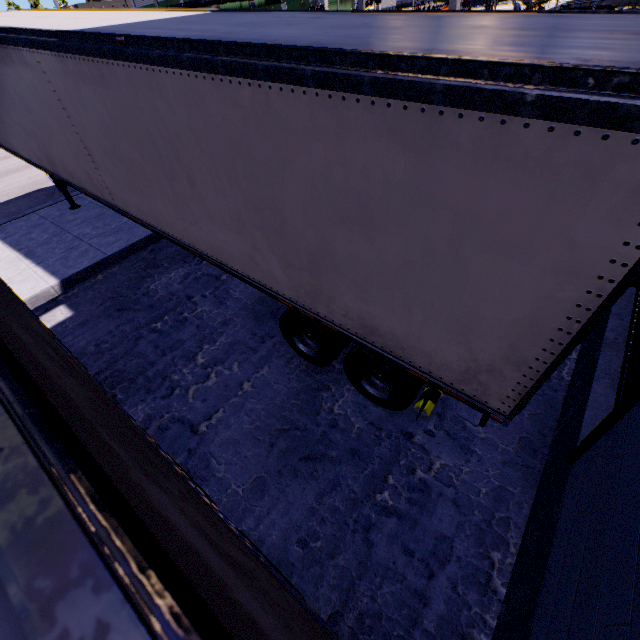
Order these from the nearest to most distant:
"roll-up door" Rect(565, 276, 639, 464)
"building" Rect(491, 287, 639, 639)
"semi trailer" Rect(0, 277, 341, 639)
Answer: "semi trailer" Rect(0, 277, 341, 639) → "building" Rect(491, 287, 639, 639) → "roll-up door" Rect(565, 276, 639, 464)

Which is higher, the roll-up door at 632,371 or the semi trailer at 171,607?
the semi trailer at 171,607

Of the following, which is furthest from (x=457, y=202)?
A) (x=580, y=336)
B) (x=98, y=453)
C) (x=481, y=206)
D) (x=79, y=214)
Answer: (x=79, y=214)

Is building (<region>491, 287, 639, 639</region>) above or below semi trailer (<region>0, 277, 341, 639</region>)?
below

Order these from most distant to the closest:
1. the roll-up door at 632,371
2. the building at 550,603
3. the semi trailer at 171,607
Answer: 1. the roll-up door at 632,371
2. the building at 550,603
3. the semi trailer at 171,607

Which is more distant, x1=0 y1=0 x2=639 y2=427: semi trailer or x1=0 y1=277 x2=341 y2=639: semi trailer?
x1=0 y1=0 x2=639 y2=427: semi trailer

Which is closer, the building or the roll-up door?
the building

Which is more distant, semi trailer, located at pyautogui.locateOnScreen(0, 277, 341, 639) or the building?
the building
